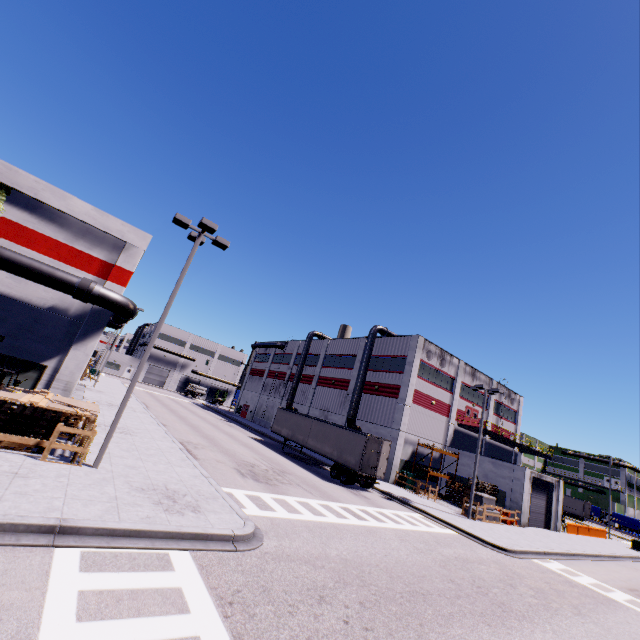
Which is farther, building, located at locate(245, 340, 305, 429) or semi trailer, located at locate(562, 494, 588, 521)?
semi trailer, located at locate(562, 494, 588, 521)

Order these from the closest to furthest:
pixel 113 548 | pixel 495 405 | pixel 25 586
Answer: pixel 25 586, pixel 113 548, pixel 495 405

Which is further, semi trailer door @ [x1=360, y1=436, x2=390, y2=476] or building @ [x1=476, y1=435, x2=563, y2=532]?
building @ [x1=476, y1=435, x2=563, y2=532]

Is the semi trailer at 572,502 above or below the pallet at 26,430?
above

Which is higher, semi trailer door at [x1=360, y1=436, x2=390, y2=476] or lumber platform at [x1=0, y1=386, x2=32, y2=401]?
lumber platform at [x1=0, y1=386, x2=32, y2=401]

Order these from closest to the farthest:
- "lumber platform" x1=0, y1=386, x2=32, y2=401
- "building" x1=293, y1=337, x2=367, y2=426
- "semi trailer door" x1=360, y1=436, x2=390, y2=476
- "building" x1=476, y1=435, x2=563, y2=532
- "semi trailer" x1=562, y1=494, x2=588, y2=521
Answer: "lumber platform" x1=0, y1=386, x2=32, y2=401 → "semi trailer door" x1=360, y1=436, x2=390, y2=476 → "building" x1=476, y1=435, x2=563, y2=532 → "building" x1=293, y1=337, x2=367, y2=426 → "semi trailer" x1=562, y1=494, x2=588, y2=521

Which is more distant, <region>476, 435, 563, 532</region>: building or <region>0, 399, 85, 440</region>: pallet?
<region>476, 435, 563, 532</region>: building

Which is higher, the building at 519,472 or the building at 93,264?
the building at 93,264
